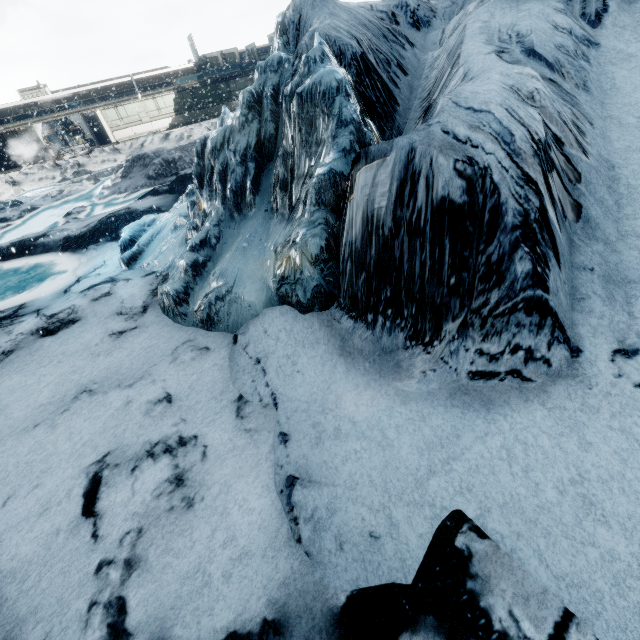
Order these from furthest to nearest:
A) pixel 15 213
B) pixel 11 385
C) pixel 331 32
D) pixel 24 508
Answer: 1. pixel 15 213
2. pixel 11 385
3. pixel 331 32
4. pixel 24 508
